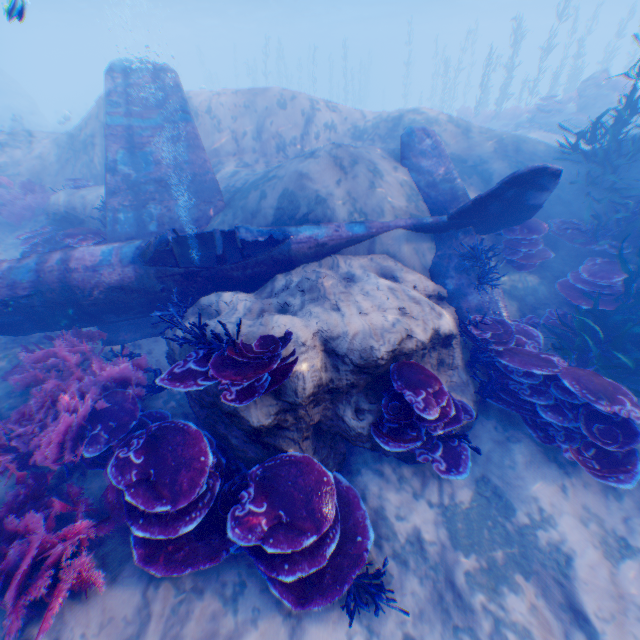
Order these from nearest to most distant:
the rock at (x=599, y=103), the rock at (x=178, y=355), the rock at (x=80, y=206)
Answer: the rock at (x=178, y=355) < the rock at (x=80, y=206) < the rock at (x=599, y=103)

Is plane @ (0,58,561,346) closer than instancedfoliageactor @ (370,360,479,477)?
No

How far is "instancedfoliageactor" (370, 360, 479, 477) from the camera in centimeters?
382cm

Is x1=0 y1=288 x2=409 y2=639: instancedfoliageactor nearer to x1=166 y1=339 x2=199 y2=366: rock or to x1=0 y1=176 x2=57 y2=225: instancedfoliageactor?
x1=166 y1=339 x2=199 y2=366: rock

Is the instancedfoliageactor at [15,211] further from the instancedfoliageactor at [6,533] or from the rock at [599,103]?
the rock at [599,103]

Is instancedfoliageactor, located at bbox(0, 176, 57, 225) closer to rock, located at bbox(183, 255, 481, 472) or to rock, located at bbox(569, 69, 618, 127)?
rock, located at bbox(183, 255, 481, 472)

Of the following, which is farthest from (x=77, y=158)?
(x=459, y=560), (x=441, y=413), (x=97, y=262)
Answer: (x=459, y=560)

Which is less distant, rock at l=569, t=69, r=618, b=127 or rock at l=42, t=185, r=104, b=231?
rock at l=42, t=185, r=104, b=231
